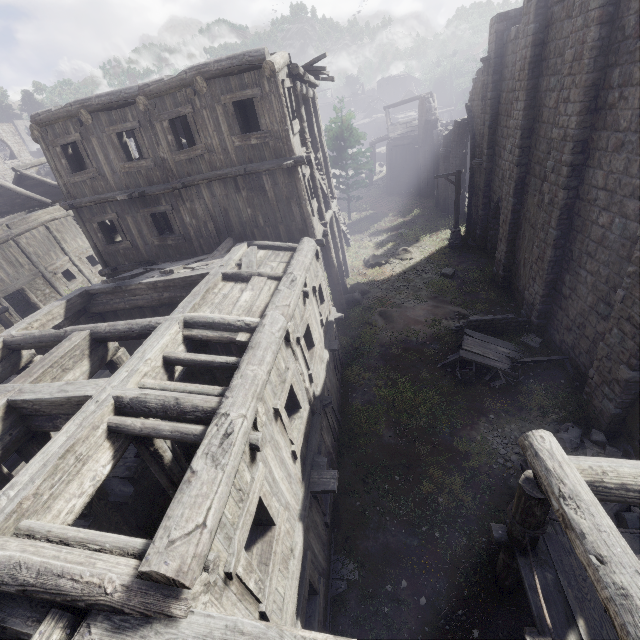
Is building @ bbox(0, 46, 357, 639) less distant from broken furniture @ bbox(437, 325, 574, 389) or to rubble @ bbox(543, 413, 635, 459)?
rubble @ bbox(543, 413, 635, 459)

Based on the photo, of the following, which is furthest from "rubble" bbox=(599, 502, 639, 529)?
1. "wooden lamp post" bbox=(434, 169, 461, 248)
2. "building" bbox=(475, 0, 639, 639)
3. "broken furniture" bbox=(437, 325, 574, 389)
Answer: "wooden lamp post" bbox=(434, 169, 461, 248)

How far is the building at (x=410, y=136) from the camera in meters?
32.4

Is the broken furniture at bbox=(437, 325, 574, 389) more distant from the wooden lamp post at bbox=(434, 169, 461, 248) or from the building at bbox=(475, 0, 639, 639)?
the wooden lamp post at bbox=(434, 169, 461, 248)

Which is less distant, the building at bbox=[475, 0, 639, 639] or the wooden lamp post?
the building at bbox=[475, 0, 639, 639]

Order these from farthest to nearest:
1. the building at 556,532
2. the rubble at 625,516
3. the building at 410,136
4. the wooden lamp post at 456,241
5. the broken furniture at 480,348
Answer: the building at 410,136
the wooden lamp post at 456,241
the broken furniture at 480,348
the rubble at 625,516
the building at 556,532

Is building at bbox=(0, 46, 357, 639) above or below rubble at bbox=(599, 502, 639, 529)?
above

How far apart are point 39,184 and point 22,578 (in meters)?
31.85
